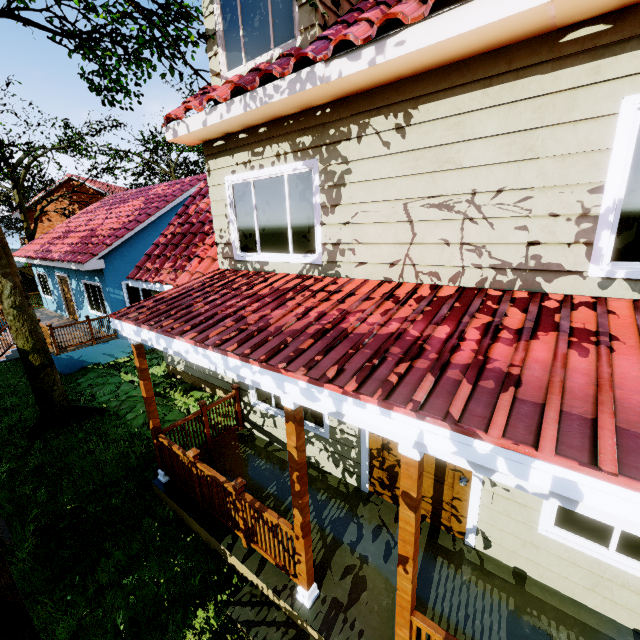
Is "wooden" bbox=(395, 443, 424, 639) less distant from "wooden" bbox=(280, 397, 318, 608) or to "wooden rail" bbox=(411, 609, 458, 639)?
"wooden rail" bbox=(411, 609, 458, 639)

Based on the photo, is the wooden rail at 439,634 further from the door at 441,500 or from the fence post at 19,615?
the fence post at 19,615

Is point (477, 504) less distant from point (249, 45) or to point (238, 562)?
point (238, 562)

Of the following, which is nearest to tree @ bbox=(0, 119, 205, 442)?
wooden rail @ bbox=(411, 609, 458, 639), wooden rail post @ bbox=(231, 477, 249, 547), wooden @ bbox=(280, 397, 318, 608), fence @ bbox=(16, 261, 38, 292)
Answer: fence @ bbox=(16, 261, 38, 292)

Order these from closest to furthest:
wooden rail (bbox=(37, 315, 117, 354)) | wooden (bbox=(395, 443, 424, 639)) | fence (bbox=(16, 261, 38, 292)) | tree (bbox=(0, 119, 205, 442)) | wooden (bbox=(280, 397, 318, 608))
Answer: wooden (bbox=(395, 443, 424, 639)) → wooden (bbox=(280, 397, 318, 608)) → tree (bbox=(0, 119, 205, 442)) → wooden rail (bbox=(37, 315, 117, 354)) → fence (bbox=(16, 261, 38, 292))

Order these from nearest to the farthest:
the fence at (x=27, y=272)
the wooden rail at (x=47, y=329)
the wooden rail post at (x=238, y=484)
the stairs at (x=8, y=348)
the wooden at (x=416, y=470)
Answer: the wooden at (x=416, y=470), the wooden rail post at (x=238, y=484), the wooden rail at (x=47, y=329), the stairs at (x=8, y=348), the fence at (x=27, y=272)

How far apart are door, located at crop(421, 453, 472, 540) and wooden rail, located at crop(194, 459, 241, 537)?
2.1m

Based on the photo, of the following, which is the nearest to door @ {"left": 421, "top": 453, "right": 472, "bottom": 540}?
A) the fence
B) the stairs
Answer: the fence
